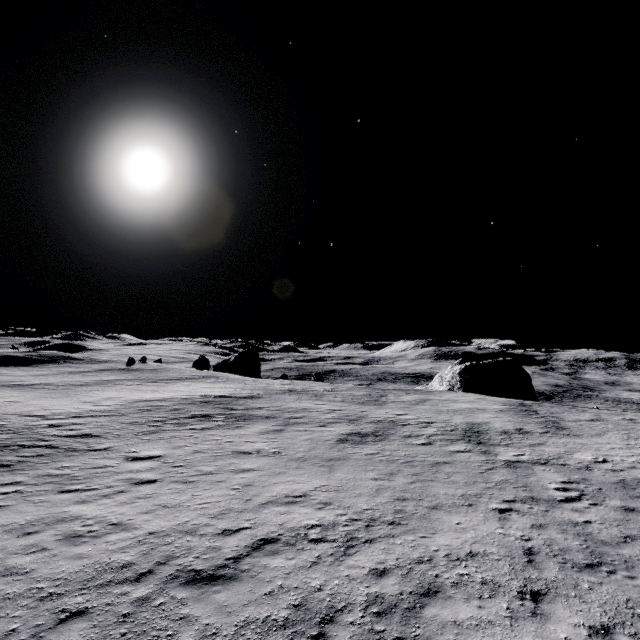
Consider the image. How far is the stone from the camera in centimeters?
4441cm

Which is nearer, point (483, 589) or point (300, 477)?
point (483, 589)

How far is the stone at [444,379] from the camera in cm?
4441
